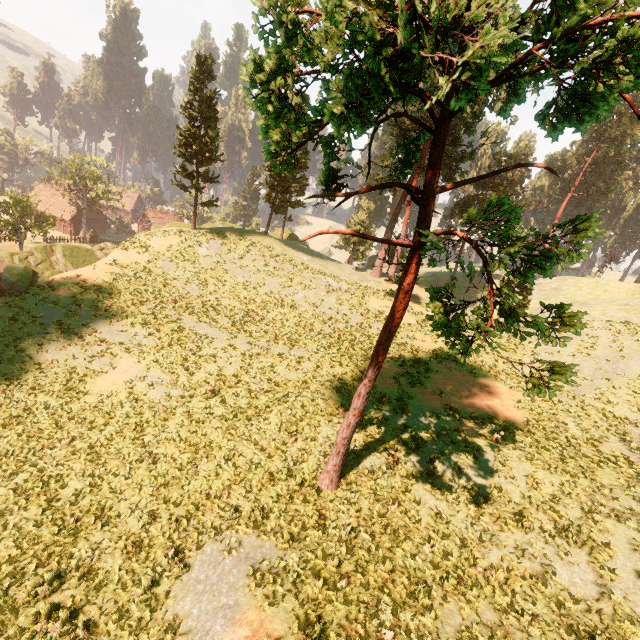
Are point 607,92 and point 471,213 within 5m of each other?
yes

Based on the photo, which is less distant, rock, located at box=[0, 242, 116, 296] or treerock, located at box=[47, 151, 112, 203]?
rock, located at box=[0, 242, 116, 296]

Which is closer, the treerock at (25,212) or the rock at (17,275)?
the rock at (17,275)

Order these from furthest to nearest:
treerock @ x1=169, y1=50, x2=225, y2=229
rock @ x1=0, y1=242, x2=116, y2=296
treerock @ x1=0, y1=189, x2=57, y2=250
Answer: treerock @ x1=0, y1=189, x2=57, y2=250
treerock @ x1=169, y1=50, x2=225, y2=229
rock @ x1=0, y1=242, x2=116, y2=296

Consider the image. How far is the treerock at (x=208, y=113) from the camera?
30.3 meters

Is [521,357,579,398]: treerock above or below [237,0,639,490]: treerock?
below

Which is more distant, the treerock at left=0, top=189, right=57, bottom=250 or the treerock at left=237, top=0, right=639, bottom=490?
the treerock at left=0, top=189, right=57, bottom=250
